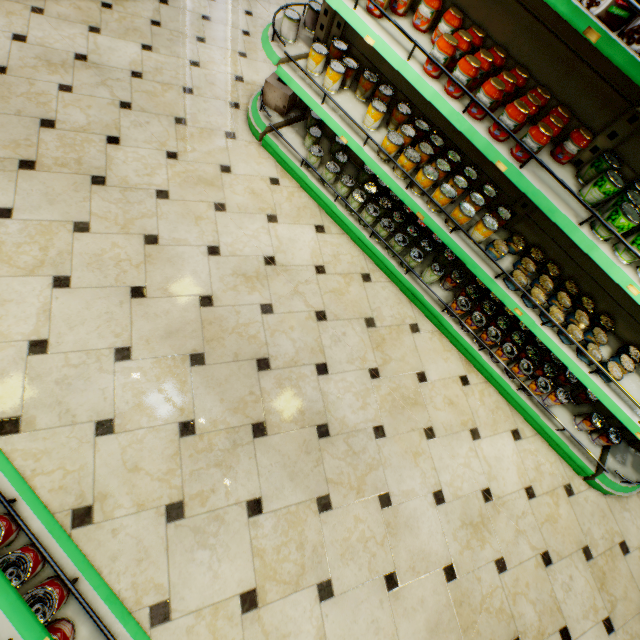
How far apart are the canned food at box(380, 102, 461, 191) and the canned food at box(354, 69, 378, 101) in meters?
0.1 m

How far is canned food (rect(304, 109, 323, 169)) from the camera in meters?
2.9 m

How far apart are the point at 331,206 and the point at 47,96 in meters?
2.4 m

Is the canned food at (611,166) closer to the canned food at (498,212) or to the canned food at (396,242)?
the canned food at (498,212)

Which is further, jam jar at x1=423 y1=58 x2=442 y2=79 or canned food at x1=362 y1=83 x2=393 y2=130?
canned food at x1=362 y1=83 x2=393 y2=130

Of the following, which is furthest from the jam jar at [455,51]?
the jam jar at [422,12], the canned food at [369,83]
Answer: the canned food at [369,83]

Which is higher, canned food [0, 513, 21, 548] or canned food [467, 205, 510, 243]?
canned food [467, 205, 510, 243]

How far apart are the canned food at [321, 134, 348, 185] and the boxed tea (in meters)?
0.68
